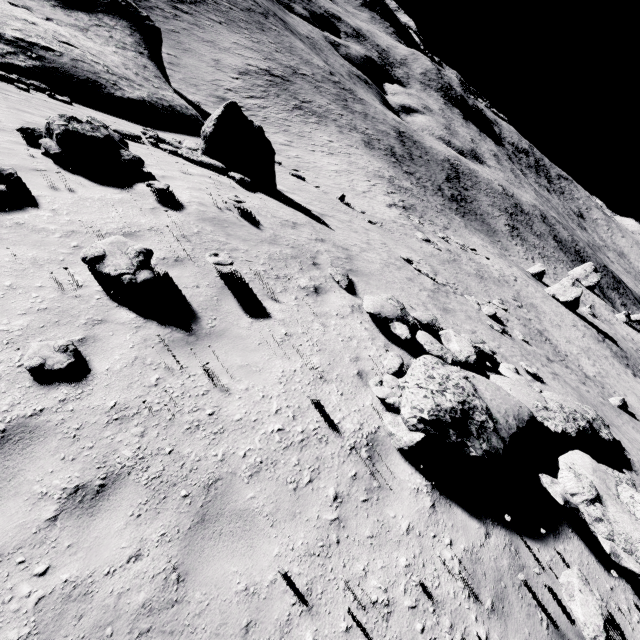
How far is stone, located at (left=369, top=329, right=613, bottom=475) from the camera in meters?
4.5

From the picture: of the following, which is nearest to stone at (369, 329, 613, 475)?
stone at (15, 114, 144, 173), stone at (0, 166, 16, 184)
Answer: stone at (15, 114, 144, 173)

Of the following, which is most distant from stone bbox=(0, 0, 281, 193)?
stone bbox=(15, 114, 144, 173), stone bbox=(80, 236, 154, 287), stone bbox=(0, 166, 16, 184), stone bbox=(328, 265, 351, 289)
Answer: stone bbox=(80, 236, 154, 287)

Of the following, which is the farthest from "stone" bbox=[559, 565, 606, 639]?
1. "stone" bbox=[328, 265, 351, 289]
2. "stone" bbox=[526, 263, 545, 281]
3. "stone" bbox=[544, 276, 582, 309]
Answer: "stone" bbox=[526, 263, 545, 281]

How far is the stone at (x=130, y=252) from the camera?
5.0 meters

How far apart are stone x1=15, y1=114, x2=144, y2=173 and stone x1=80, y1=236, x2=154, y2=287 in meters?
3.4 m

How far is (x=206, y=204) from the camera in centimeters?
838cm

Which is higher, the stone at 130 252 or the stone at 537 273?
the stone at 130 252
